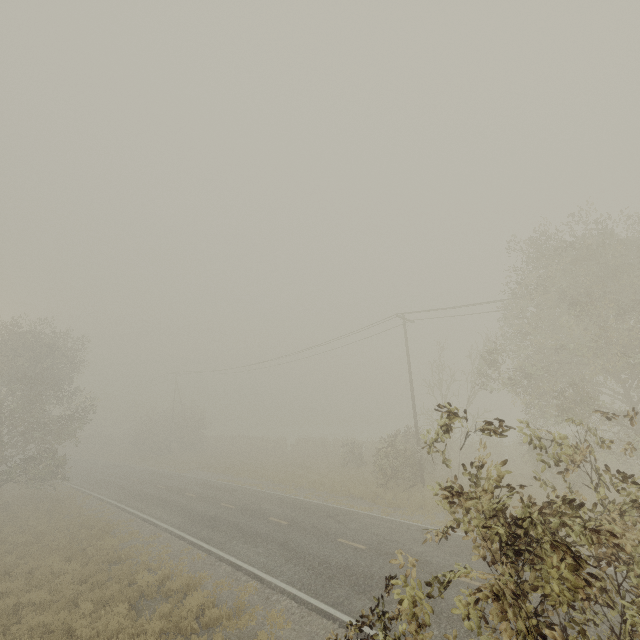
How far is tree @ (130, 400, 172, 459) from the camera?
44.7m

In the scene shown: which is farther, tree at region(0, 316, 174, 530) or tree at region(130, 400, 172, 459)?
tree at region(130, 400, 172, 459)

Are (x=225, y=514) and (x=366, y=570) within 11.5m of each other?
yes

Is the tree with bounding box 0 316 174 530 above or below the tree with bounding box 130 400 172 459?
above

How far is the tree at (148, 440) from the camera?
44.7m

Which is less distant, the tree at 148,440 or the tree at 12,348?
the tree at 12,348
